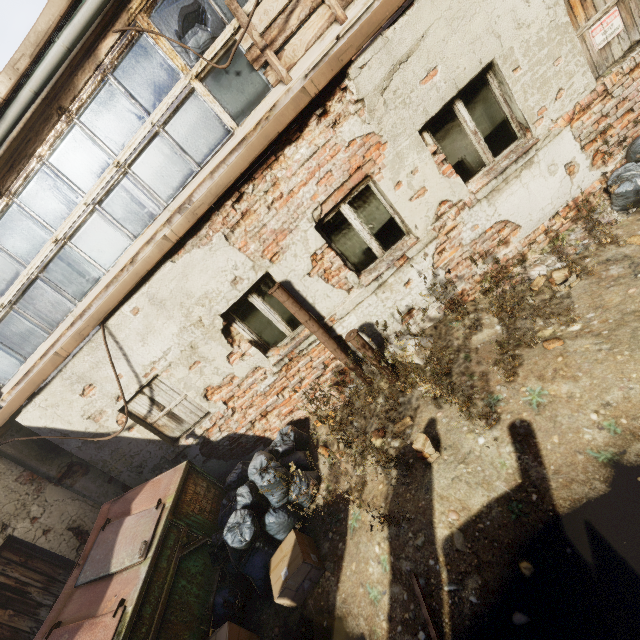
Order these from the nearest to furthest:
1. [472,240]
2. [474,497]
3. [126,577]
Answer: [474,497] < [126,577] < [472,240]

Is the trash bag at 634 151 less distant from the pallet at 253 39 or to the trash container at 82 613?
the pallet at 253 39

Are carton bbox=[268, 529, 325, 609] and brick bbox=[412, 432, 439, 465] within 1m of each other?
no

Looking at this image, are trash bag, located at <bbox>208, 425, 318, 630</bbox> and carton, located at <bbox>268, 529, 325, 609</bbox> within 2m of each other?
yes

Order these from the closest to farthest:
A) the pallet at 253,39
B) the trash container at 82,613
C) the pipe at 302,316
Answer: the trash container at 82,613 → the pallet at 253,39 → the pipe at 302,316

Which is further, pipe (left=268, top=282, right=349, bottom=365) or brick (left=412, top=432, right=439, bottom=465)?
pipe (left=268, top=282, right=349, bottom=365)

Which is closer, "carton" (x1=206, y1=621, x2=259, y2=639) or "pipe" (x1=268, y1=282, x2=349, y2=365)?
"carton" (x1=206, y1=621, x2=259, y2=639)

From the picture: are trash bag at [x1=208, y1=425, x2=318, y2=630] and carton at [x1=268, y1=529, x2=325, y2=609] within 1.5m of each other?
yes
